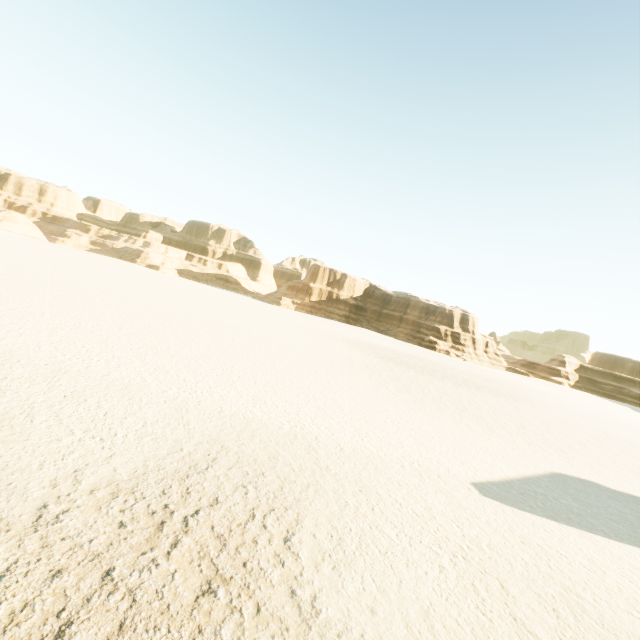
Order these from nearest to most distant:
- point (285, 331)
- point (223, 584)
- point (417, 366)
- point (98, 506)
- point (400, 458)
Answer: point (223, 584) < point (98, 506) < point (400, 458) < point (285, 331) < point (417, 366)
